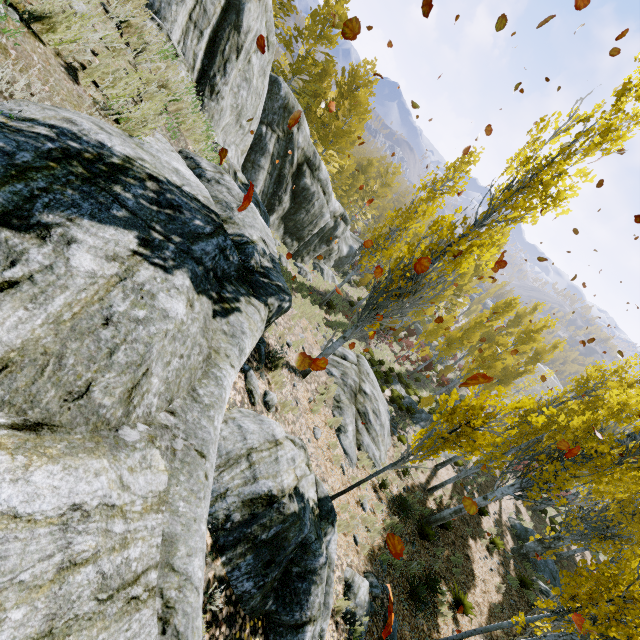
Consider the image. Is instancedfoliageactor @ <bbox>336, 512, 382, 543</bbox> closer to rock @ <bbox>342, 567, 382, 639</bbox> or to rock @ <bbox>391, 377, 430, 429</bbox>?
rock @ <bbox>391, 377, 430, 429</bbox>

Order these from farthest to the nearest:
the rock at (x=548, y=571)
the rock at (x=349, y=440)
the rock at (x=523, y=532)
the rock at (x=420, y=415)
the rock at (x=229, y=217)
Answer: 1. the rock at (x=420, y=415)
2. the rock at (x=523, y=532)
3. the rock at (x=548, y=571)
4. the rock at (x=349, y=440)
5. the rock at (x=229, y=217)

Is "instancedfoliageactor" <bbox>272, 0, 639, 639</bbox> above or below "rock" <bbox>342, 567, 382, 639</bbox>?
above

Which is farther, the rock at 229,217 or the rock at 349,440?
the rock at 349,440

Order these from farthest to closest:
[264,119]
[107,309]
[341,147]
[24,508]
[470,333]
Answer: [341,147] < [470,333] < [264,119] < [107,309] < [24,508]

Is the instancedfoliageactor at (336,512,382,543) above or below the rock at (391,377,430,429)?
above

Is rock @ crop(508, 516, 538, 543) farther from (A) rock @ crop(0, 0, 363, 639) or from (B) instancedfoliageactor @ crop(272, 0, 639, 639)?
(A) rock @ crop(0, 0, 363, 639)
